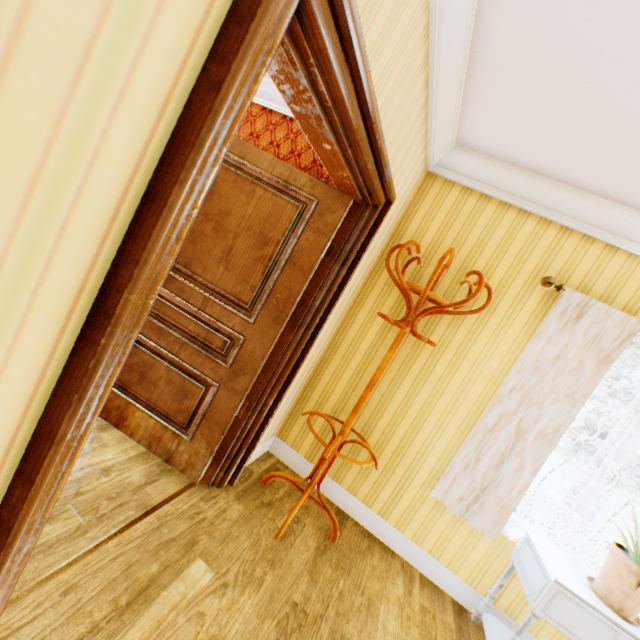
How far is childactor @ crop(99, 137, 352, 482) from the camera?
2.1m

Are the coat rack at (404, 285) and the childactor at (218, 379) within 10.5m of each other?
yes

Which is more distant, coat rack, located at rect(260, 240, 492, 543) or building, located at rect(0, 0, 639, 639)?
coat rack, located at rect(260, 240, 492, 543)

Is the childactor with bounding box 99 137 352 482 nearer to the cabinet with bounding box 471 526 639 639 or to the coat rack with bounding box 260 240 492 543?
the coat rack with bounding box 260 240 492 543

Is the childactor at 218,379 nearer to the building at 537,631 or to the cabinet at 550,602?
the building at 537,631

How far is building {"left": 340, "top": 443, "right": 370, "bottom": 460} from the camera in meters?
2.8 m

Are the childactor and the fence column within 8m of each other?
no

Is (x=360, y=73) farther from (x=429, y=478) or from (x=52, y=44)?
(x=429, y=478)
